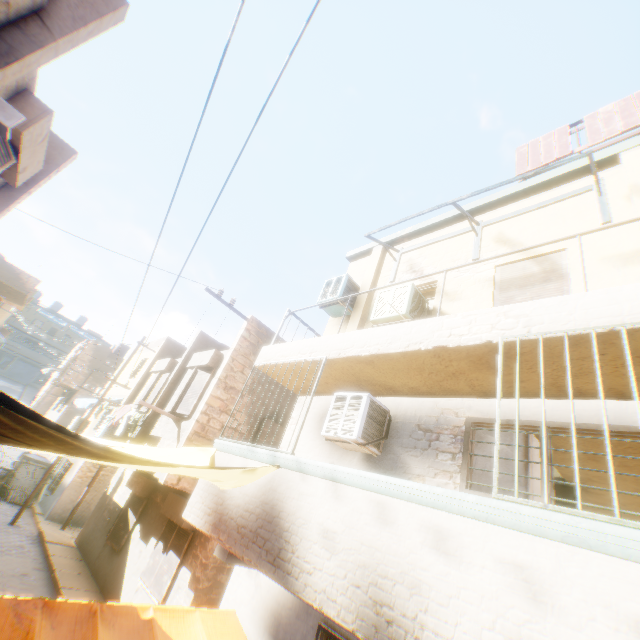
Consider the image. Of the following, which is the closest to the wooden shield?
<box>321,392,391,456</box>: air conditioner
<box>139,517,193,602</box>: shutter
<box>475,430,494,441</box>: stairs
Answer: <box>475,430,494,441</box>: stairs

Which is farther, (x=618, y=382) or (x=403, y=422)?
(x=403, y=422)

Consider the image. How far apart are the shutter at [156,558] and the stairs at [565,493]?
8.8 meters

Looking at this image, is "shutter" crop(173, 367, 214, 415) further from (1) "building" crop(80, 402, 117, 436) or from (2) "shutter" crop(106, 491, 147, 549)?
(2) "shutter" crop(106, 491, 147, 549)

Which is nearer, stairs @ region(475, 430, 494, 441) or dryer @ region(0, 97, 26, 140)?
dryer @ region(0, 97, 26, 140)

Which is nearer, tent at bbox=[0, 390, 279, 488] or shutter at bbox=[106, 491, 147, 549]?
tent at bbox=[0, 390, 279, 488]

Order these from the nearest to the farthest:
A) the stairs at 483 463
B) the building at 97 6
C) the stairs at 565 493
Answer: the building at 97 6 → the stairs at 483 463 → the stairs at 565 493

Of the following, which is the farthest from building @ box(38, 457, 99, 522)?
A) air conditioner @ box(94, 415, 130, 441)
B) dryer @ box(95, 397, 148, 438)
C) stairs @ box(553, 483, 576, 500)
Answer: stairs @ box(553, 483, 576, 500)
